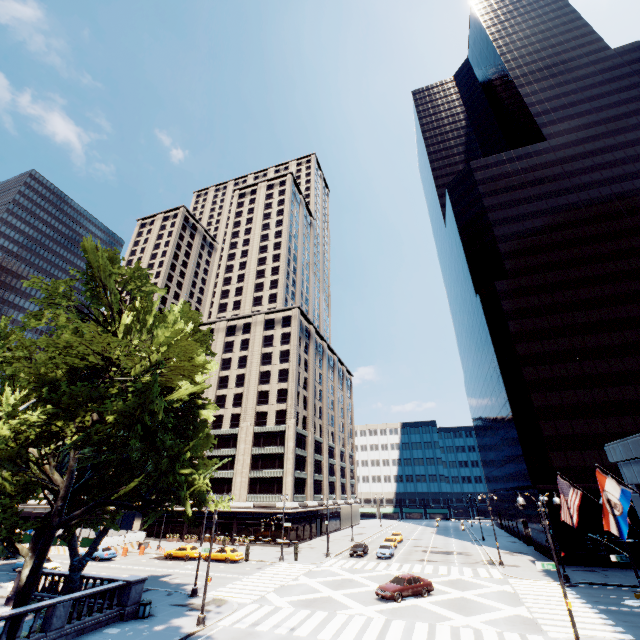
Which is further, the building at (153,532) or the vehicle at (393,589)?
the building at (153,532)

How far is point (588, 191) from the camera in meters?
58.8

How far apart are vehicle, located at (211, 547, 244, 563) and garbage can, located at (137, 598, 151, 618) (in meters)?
19.76

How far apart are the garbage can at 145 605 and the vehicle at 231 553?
19.76m

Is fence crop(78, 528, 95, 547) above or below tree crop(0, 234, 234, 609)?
below

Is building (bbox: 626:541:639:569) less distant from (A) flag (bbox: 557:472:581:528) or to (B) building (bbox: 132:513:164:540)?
(A) flag (bbox: 557:472:581:528)

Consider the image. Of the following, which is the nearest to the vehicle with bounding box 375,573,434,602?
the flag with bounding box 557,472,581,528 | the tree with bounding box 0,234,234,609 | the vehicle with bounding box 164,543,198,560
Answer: the flag with bounding box 557,472,581,528

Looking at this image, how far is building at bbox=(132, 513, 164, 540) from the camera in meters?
58.0
